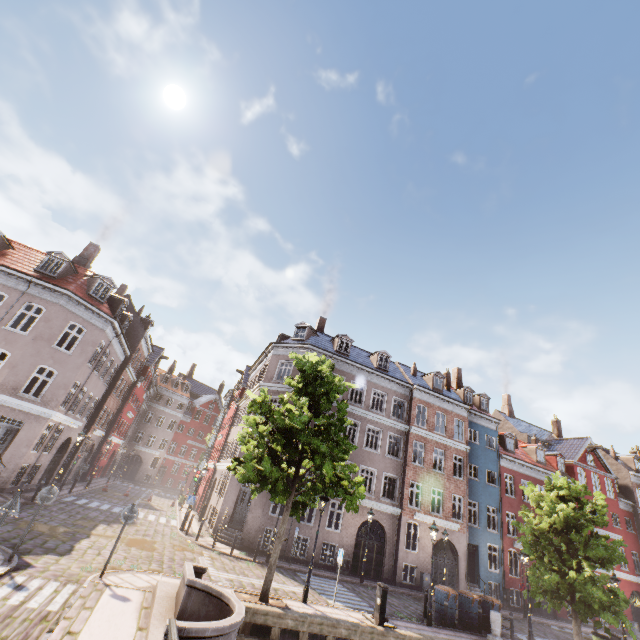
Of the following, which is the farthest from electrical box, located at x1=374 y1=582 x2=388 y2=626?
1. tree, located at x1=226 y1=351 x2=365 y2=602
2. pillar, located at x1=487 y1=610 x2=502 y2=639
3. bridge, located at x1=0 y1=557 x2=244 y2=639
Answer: bridge, located at x1=0 y1=557 x2=244 y2=639

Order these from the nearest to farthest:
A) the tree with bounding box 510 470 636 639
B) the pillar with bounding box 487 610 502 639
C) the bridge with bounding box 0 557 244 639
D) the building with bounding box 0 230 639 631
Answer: the bridge with bounding box 0 557 244 639, the pillar with bounding box 487 610 502 639, the tree with bounding box 510 470 636 639, the building with bounding box 0 230 639 631

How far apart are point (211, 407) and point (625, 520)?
57.1m

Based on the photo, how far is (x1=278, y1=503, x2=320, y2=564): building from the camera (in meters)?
19.81

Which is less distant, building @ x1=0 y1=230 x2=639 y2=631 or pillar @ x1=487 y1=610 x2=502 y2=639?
pillar @ x1=487 y1=610 x2=502 y2=639

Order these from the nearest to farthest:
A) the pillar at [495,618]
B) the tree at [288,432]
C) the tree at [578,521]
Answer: the tree at [288,432] → the pillar at [495,618] → the tree at [578,521]

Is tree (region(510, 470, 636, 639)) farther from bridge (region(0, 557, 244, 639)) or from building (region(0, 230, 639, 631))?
building (region(0, 230, 639, 631))

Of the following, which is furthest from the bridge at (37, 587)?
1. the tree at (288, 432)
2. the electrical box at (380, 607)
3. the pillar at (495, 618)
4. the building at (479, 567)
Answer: the pillar at (495, 618)
